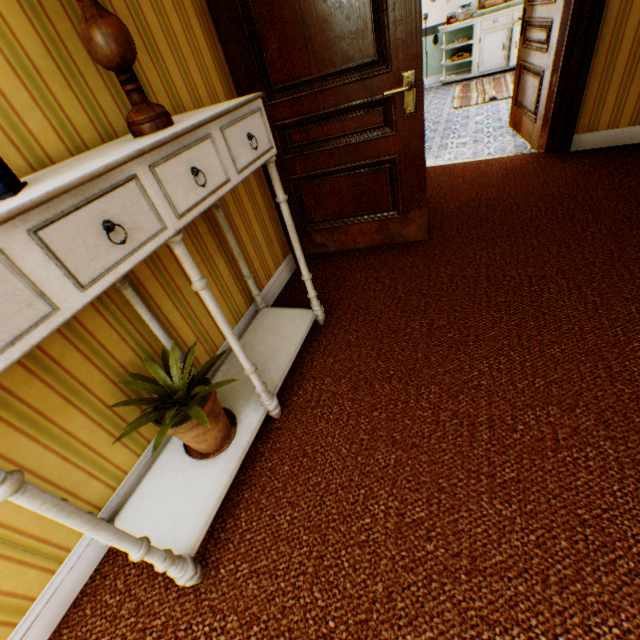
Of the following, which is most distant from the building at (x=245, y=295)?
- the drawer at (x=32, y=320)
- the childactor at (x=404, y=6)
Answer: the drawer at (x=32, y=320)

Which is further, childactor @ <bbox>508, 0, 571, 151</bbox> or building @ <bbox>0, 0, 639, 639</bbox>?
childactor @ <bbox>508, 0, 571, 151</bbox>

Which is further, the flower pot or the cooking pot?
the cooking pot

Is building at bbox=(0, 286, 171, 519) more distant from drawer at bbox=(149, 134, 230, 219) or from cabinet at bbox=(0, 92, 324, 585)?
drawer at bbox=(149, 134, 230, 219)

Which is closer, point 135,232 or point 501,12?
point 135,232

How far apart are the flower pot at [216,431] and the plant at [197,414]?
0.0 meters

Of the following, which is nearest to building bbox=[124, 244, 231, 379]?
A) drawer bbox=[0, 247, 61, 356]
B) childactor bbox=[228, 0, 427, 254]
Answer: childactor bbox=[228, 0, 427, 254]

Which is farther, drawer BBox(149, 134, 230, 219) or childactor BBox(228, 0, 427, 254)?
childactor BBox(228, 0, 427, 254)
